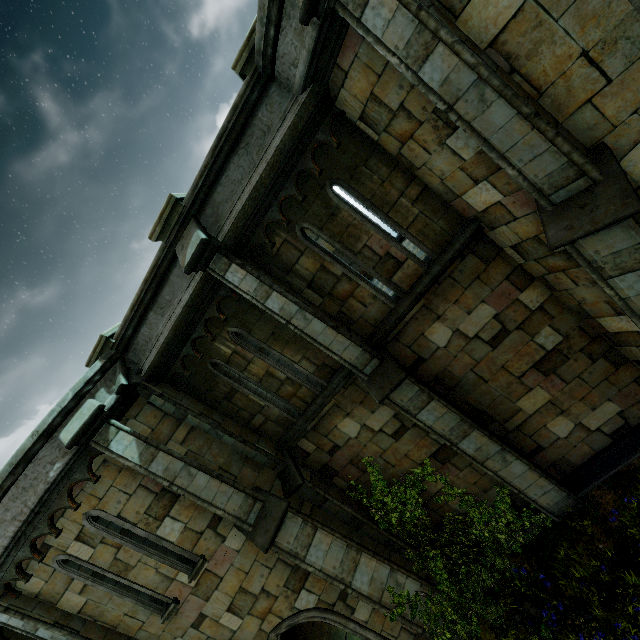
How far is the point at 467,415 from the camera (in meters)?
7.05

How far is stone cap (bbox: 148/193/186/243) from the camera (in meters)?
5.76

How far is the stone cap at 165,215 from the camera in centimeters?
576cm

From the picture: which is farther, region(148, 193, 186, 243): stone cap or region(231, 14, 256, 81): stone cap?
region(148, 193, 186, 243): stone cap

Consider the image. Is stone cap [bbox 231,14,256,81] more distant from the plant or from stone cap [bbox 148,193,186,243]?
the plant

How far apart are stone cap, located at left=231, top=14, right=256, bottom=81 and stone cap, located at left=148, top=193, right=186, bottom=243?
2.2 meters

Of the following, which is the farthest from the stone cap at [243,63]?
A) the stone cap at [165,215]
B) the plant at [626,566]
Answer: the plant at [626,566]

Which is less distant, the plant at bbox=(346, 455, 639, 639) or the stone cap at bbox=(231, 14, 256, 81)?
the stone cap at bbox=(231, 14, 256, 81)
